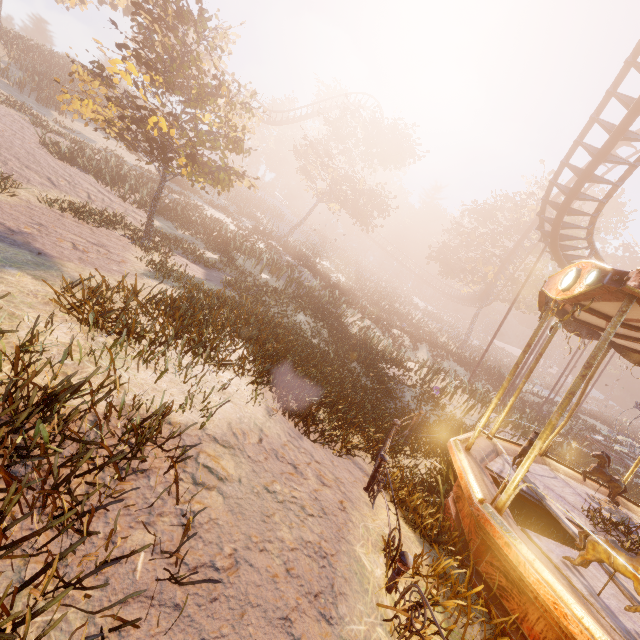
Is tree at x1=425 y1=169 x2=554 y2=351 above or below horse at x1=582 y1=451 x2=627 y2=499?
above

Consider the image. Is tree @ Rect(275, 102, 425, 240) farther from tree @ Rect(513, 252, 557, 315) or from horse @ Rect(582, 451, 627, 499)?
horse @ Rect(582, 451, 627, 499)

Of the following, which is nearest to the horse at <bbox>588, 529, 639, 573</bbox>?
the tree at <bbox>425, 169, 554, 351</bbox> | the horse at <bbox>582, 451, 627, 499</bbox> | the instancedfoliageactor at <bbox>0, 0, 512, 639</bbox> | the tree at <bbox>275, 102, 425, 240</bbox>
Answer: the instancedfoliageactor at <bbox>0, 0, 512, 639</bbox>

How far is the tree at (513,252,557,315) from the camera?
31.9m

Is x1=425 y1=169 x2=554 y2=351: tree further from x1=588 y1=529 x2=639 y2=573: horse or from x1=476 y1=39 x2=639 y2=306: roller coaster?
x1=588 y1=529 x2=639 y2=573: horse

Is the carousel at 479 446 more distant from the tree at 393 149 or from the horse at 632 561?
the tree at 393 149

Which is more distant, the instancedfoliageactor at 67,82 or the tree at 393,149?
the tree at 393,149

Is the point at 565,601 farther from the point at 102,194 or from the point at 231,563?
the point at 102,194
